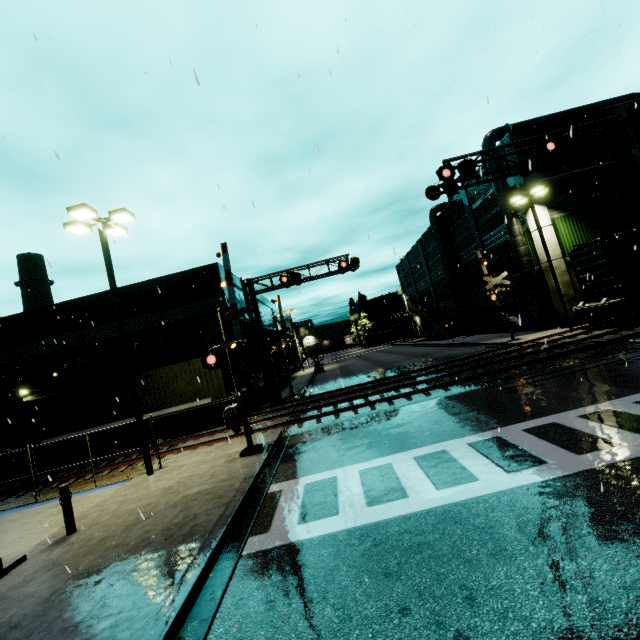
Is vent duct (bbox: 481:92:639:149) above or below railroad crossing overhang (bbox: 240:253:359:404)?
above

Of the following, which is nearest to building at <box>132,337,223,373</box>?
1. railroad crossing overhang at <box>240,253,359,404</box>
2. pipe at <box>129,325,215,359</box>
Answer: pipe at <box>129,325,215,359</box>

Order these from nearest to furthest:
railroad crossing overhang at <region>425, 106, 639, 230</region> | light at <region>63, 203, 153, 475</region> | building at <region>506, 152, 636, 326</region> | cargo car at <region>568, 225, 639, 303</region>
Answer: light at <region>63, 203, 153, 475</region>, railroad crossing overhang at <region>425, 106, 639, 230</region>, cargo car at <region>568, 225, 639, 303</region>, building at <region>506, 152, 636, 326</region>

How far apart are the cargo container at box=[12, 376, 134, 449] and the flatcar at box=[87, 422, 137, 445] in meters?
0.0

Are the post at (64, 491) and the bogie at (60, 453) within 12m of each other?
no

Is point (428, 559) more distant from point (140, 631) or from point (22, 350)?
point (22, 350)

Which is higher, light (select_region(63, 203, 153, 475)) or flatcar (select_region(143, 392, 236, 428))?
light (select_region(63, 203, 153, 475))

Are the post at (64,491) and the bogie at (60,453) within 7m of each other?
no
